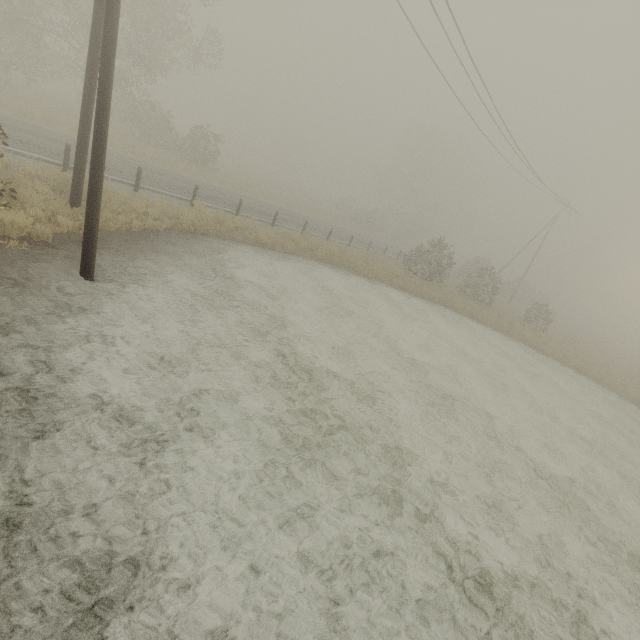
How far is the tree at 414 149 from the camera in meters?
48.8 m

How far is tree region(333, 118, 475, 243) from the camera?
48.75m

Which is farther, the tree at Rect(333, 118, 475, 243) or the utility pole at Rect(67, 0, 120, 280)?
the tree at Rect(333, 118, 475, 243)

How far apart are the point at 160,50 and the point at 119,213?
24.26m

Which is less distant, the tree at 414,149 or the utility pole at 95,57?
the utility pole at 95,57
